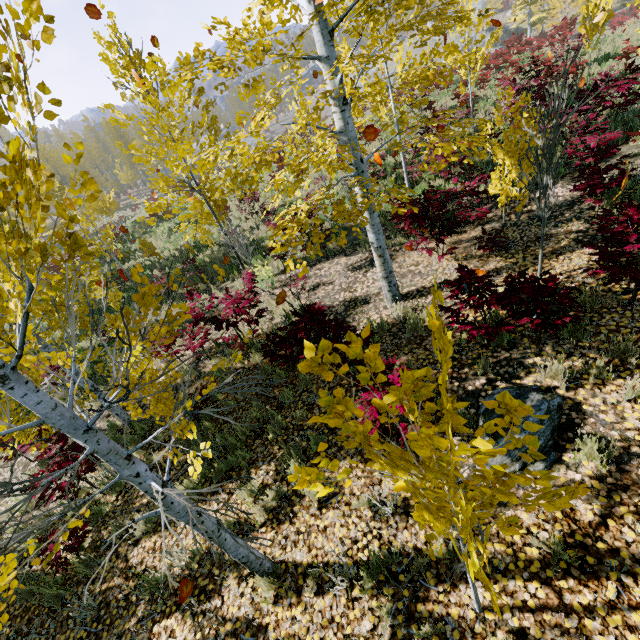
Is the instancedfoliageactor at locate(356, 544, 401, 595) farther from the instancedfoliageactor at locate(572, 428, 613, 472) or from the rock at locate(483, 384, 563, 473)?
the instancedfoliageactor at locate(572, 428, 613, 472)

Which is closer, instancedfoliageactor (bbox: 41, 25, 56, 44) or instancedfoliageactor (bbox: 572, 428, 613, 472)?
instancedfoliageactor (bbox: 41, 25, 56, 44)

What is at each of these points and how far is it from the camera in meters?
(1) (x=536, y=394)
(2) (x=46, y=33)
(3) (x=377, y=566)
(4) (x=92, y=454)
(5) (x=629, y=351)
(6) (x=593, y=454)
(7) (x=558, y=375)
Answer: (1) rock, 3.7 m
(2) instancedfoliageactor, 1.2 m
(3) instancedfoliageactor, 3.1 m
(4) instancedfoliageactor, 5.2 m
(5) instancedfoliageactor, 3.6 m
(6) instancedfoliageactor, 3.1 m
(7) instancedfoliageactor, 3.8 m

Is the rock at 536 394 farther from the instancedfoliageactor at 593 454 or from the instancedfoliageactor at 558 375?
the instancedfoliageactor at 558 375

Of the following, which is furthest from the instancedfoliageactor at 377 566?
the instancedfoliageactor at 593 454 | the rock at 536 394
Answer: the instancedfoliageactor at 593 454

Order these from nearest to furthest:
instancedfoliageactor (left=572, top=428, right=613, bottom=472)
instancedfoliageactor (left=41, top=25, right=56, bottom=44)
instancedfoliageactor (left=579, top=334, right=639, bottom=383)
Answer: →
instancedfoliageactor (left=41, top=25, right=56, bottom=44)
instancedfoliageactor (left=572, top=428, right=613, bottom=472)
instancedfoliageactor (left=579, top=334, right=639, bottom=383)

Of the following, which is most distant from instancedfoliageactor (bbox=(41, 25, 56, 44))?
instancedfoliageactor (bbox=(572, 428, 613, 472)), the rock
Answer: instancedfoliageactor (bbox=(572, 428, 613, 472))

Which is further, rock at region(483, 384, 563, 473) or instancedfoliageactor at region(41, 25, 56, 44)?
rock at region(483, 384, 563, 473)
